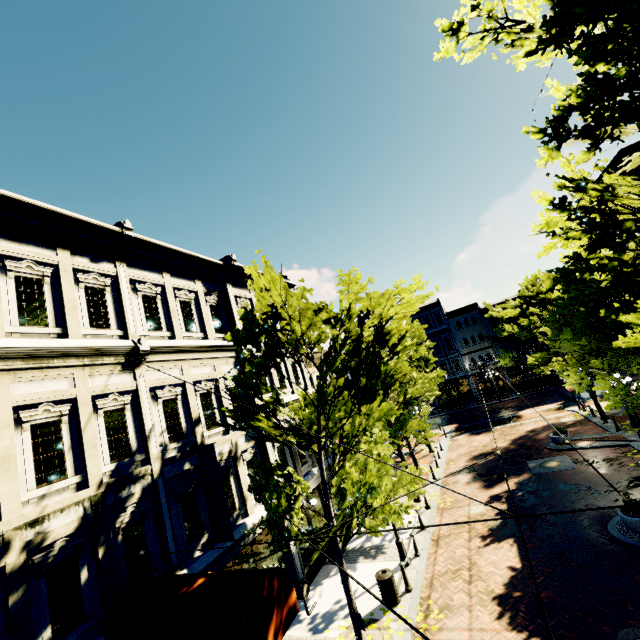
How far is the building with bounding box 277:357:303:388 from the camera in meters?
17.0 m

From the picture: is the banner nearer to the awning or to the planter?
the awning

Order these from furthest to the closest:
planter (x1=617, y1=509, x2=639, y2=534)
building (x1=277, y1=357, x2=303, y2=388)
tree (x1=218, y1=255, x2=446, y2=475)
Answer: building (x1=277, y1=357, x2=303, y2=388) → planter (x1=617, y1=509, x2=639, y2=534) → tree (x1=218, y1=255, x2=446, y2=475)

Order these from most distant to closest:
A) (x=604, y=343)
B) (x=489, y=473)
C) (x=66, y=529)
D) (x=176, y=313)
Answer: (x=489, y=473) → (x=604, y=343) → (x=176, y=313) → (x=66, y=529)

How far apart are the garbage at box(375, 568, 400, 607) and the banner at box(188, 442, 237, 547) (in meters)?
4.99

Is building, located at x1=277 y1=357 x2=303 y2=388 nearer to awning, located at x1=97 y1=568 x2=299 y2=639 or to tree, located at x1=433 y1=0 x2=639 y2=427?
awning, located at x1=97 y1=568 x2=299 y2=639

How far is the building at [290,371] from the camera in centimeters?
1695cm

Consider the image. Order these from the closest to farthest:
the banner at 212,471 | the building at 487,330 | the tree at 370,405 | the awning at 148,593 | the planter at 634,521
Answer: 1. the awning at 148,593
2. the tree at 370,405
3. the banner at 212,471
4. the planter at 634,521
5. the building at 487,330
